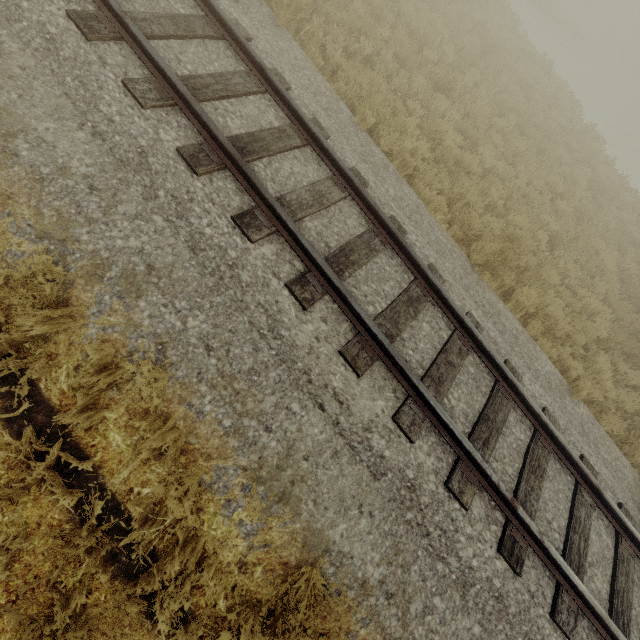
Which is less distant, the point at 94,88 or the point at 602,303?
the point at 94,88
